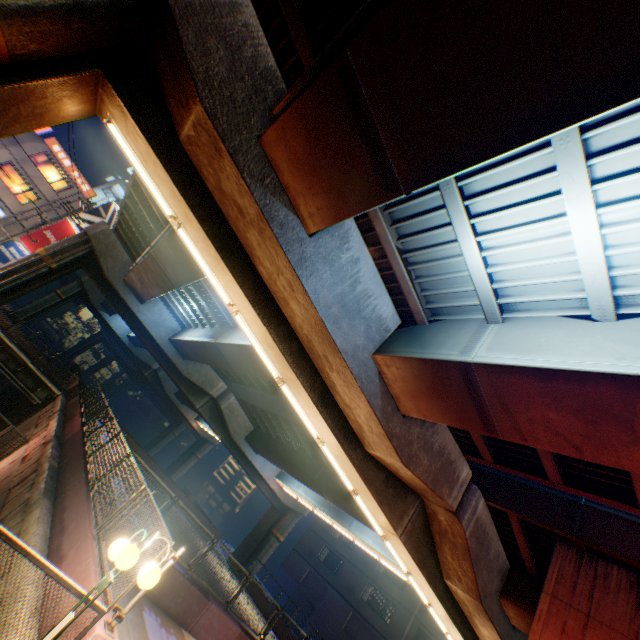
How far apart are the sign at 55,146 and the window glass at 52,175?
0.5m

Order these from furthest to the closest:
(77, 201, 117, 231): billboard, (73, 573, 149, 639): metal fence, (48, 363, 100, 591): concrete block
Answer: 1. (77, 201, 117, 231): billboard
2. (48, 363, 100, 591): concrete block
3. (73, 573, 149, 639): metal fence

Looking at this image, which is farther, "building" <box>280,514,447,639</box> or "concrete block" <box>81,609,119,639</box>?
"building" <box>280,514,447,639</box>

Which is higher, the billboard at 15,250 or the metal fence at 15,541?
the billboard at 15,250

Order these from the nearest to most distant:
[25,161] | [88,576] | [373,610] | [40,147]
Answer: [88,576]
[25,161]
[40,147]
[373,610]

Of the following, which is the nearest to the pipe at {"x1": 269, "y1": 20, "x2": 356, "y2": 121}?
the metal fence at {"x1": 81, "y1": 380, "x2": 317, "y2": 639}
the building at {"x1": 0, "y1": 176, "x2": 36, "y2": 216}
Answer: the metal fence at {"x1": 81, "y1": 380, "x2": 317, "y2": 639}

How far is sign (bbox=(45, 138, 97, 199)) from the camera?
30.9 meters

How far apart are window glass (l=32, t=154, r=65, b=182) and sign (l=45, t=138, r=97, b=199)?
0.5 meters
